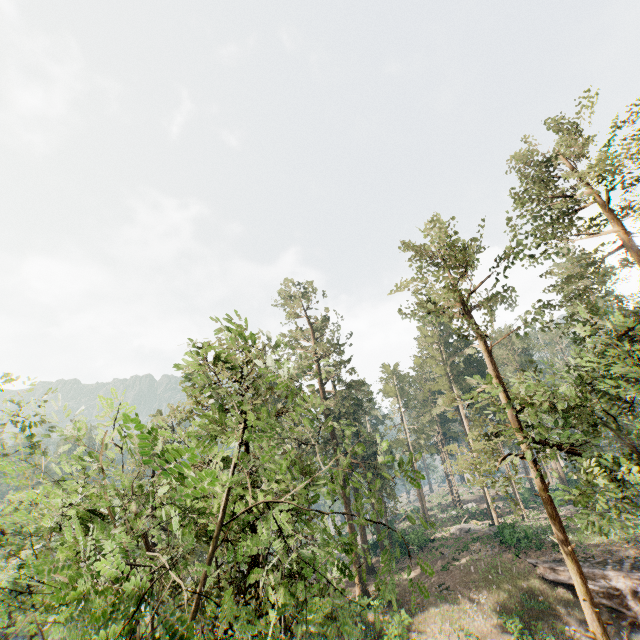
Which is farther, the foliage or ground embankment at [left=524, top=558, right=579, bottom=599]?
ground embankment at [left=524, top=558, right=579, bottom=599]

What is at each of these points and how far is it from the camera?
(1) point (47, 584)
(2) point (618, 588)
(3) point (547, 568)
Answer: (1) foliage, 5.9m
(2) ground embankment, 23.5m
(3) ground embankment, 27.4m

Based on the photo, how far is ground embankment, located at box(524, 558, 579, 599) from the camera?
25.6 meters

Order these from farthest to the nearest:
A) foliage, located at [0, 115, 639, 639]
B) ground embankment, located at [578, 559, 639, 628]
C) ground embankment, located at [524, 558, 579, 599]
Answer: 1. ground embankment, located at [524, 558, 579, 599]
2. ground embankment, located at [578, 559, 639, 628]
3. foliage, located at [0, 115, 639, 639]

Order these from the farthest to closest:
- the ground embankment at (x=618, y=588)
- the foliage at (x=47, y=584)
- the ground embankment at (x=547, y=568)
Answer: the ground embankment at (x=547, y=568) < the ground embankment at (x=618, y=588) < the foliage at (x=47, y=584)

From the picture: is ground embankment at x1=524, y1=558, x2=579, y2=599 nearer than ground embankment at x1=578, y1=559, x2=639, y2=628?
No

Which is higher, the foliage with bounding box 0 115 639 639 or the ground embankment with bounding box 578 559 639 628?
the foliage with bounding box 0 115 639 639

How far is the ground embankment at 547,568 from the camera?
25.6m
